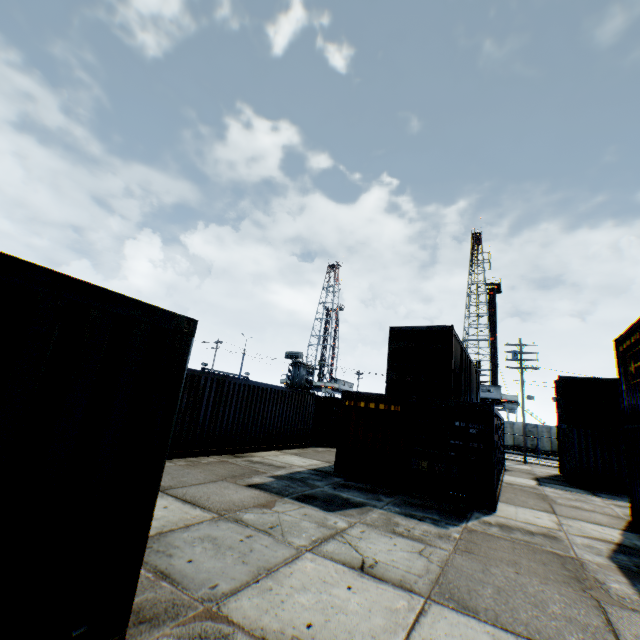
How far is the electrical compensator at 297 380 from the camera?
32.5 meters

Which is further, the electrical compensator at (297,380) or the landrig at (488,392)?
the landrig at (488,392)

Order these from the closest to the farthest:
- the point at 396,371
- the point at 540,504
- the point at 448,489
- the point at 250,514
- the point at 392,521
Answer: the point at 250,514 → the point at 392,521 → the point at 448,489 → the point at 540,504 → the point at 396,371

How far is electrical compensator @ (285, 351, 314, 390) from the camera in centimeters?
3247cm

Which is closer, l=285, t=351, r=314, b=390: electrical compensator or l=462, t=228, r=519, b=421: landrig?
l=285, t=351, r=314, b=390: electrical compensator

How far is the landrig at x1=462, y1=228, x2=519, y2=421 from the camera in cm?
4431
